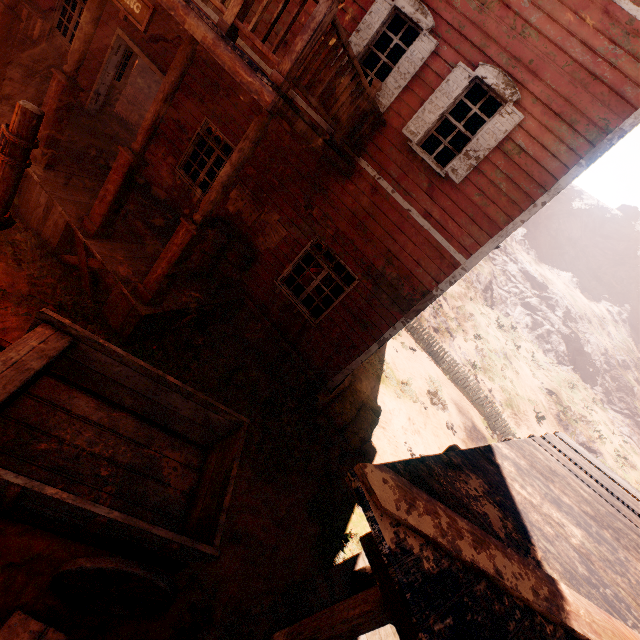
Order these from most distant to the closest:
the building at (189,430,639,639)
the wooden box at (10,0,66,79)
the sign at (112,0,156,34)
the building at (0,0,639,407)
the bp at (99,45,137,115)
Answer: the bp at (99,45,137,115) < the wooden box at (10,0,66,79) < the building at (0,0,639,407) < the sign at (112,0,156,34) < the building at (189,430,639,639)

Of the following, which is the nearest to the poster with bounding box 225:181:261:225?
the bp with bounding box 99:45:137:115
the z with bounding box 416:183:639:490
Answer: the bp with bounding box 99:45:137:115

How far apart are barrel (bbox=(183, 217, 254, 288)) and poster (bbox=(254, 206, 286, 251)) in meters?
0.2

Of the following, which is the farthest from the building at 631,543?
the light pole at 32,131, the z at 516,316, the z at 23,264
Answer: the z at 516,316

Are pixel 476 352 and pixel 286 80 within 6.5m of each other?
no

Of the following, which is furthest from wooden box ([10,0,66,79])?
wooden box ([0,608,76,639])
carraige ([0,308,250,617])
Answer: wooden box ([0,608,76,639])

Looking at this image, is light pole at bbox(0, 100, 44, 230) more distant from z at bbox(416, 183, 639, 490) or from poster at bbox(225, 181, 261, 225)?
z at bbox(416, 183, 639, 490)

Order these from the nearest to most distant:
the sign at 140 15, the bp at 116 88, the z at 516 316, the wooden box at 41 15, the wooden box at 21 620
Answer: the wooden box at 21 620 < the sign at 140 15 < the wooden box at 41 15 < the bp at 116 88 < the z at 516 316
